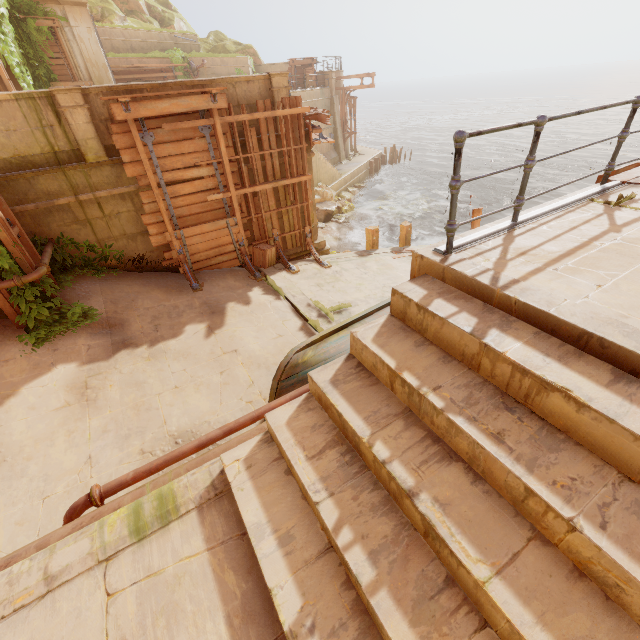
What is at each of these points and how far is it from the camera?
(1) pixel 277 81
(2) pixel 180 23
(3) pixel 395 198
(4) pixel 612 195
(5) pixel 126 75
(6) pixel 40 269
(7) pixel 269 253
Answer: (1) column, 9.09m
(2) rock, 30.16m
(3) rock, 26.80m
(4) building, 3.99m
(5) trim, 20.11m
(6) pipe, 6.71m
(7) crate, 10.42m

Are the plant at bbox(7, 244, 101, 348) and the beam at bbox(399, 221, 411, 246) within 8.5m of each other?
no

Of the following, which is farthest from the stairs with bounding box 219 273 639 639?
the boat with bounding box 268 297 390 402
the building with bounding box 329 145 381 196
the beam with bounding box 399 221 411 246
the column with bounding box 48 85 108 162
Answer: the building with bounding box 329 145 381 196

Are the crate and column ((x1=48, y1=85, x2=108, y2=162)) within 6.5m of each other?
yes

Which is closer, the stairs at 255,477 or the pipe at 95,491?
the stairs at 255,477

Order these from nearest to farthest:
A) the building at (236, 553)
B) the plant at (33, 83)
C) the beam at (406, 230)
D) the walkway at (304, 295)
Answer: the building at (236, 553) < the walkway at (304, 295) < the plant at (33, 83) < the beam at (406, 230)

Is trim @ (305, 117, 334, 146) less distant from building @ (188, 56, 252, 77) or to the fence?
building @ (188, 56, 252, 77)

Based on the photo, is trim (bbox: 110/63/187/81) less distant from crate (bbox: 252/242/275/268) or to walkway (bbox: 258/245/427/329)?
crate (bbox: 252/242/275/268)
